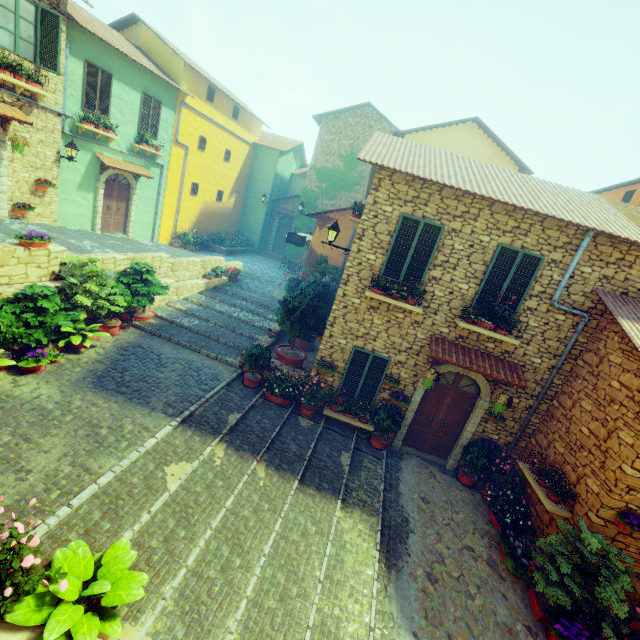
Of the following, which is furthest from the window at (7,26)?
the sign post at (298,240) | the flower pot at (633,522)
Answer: the flower pot at (633,522)

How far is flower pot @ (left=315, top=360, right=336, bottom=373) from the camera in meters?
9.1 m

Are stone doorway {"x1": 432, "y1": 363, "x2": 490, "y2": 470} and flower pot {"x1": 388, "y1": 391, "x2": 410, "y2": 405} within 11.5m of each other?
yes

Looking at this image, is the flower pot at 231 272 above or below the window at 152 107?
below

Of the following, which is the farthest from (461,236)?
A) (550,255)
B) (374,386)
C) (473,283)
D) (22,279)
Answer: (22,279)

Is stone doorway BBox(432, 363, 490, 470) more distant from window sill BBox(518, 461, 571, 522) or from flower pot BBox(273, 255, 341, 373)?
flower pot BBox(273, 255, 341, 373)

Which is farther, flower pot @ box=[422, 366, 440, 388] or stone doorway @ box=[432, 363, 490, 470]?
Result: stone doorway @ box=[432, 363, 490, 470]

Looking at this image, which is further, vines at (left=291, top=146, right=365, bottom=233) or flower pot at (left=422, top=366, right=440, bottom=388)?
vines at (left=291, top=146, right=365, bottom=233)
